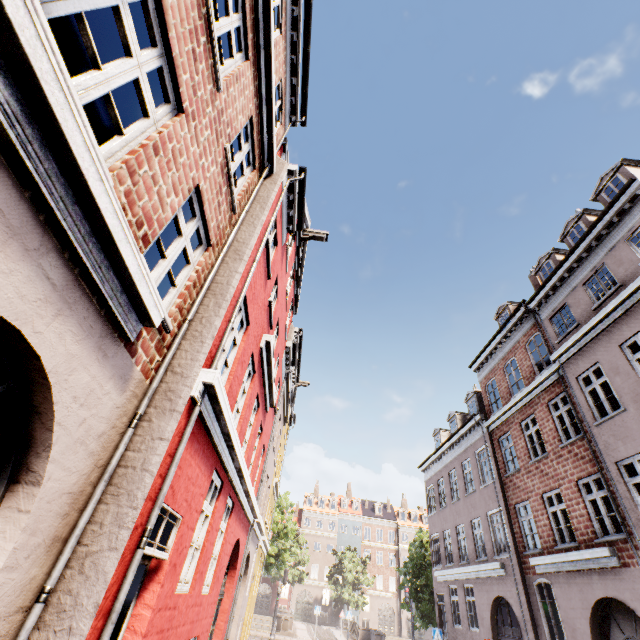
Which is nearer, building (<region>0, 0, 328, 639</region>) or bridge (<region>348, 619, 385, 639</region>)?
building (<region>0, 0, 328, 639</region>)

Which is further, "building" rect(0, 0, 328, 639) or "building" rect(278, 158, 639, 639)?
"building" rect(278, 158, 639, 639)

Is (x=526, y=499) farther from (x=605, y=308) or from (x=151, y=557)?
(x=151, y=557)

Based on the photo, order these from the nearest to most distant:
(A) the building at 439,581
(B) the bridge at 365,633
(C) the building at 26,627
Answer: (C) the building at 26,627 → (A) the building at 439,581 → (B) the bridge at 365,633

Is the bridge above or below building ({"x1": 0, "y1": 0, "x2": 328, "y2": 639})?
below

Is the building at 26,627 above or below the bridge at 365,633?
above

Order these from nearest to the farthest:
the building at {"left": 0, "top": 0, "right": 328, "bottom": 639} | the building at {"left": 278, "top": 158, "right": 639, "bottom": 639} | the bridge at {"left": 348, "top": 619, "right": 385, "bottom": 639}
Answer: the building at {"left": 0, "top": 0, "right": 328, "bottom": 639} < the building at {"left": 278, "top": 158, "right": 639, "bottom": 639} < the bridge at {"left": 348, "top": 619, "right": 385, "bottom": 639}
